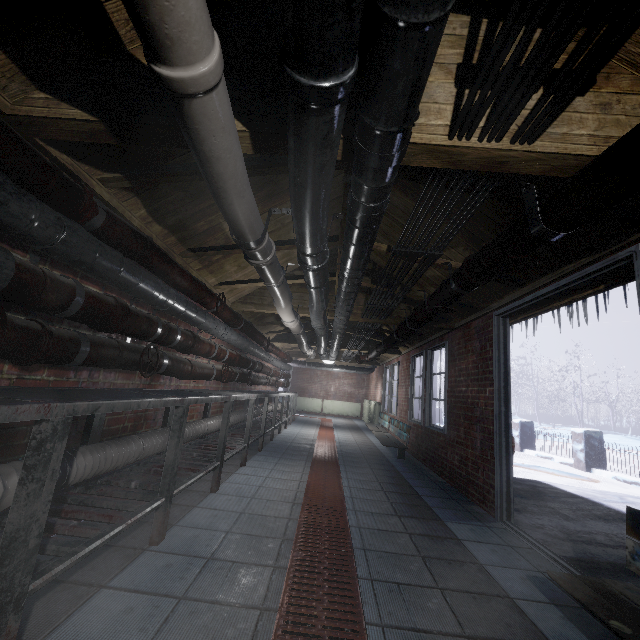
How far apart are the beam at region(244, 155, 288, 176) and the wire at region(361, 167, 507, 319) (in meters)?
0.20

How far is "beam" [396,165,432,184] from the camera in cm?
183

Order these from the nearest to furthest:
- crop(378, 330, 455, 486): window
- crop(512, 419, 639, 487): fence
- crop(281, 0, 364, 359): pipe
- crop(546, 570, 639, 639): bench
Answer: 1. crop(281, 0, 364, 359): pipe
2. crop(546, 570, 639, 639): bench
3. crop(378, 330, 455, 486): window
4. crop(512, 419, 639, 487): fence

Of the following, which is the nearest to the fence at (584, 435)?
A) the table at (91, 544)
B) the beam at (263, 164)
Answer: the beam at (263, 164)

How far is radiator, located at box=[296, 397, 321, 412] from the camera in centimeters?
1343cm

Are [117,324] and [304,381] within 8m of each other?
no

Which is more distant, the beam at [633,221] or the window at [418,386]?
the window at [418,386]
